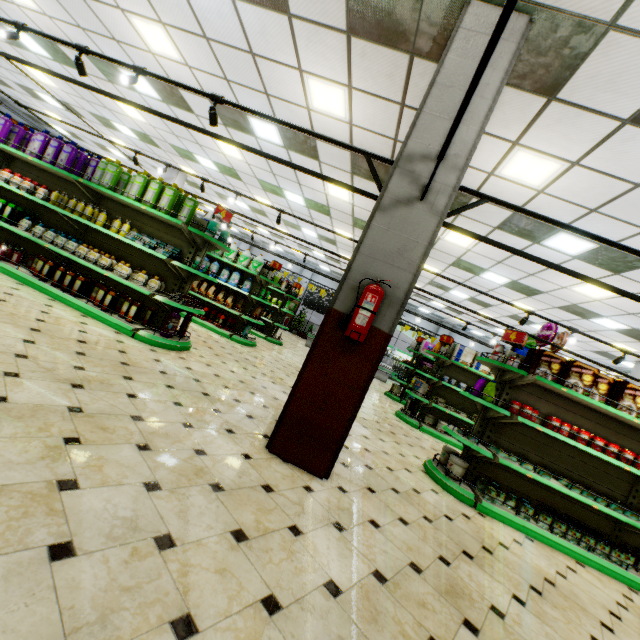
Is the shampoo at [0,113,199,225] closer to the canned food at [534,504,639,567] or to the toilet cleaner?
the toilet cleaner

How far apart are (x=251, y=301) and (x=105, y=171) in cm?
456

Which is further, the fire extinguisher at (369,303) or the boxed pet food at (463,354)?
the boxed pet food at (463,354)

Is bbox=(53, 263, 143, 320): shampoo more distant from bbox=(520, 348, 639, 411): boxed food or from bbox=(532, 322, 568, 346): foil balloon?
bbox=(532, 322, 568, 346): foil balloon

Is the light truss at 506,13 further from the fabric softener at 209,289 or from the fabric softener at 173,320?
the fabric softener at 209,289

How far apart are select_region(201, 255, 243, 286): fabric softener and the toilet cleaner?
0.84m

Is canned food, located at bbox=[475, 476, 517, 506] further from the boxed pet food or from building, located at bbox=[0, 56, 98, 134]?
the boxed pet food

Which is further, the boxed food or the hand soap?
the hand soap
